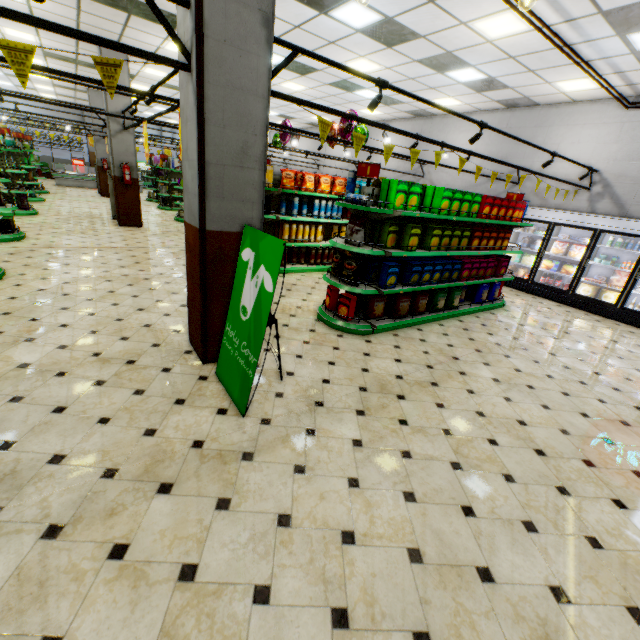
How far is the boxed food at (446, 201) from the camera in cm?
470

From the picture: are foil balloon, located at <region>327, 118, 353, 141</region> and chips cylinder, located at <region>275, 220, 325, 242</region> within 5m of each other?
yes

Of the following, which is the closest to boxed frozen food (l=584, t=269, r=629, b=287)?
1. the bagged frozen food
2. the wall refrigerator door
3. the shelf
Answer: the wall refrigerator door

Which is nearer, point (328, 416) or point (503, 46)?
point (328, 416)

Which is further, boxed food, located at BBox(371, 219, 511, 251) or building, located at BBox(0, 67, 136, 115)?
building, located at BBox(0, 67, 136, 115)

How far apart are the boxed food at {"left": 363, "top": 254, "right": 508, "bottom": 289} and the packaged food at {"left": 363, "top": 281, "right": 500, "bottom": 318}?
0.2 meters

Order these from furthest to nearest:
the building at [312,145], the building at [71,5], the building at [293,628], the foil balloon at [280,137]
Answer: the building at [312,145] → the foil balloon at [280,137] → the building at [71,5] → the building at [293,628]

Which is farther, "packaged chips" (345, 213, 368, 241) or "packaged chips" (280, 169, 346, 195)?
"packaged chips" (280, 169, 346, 195)
